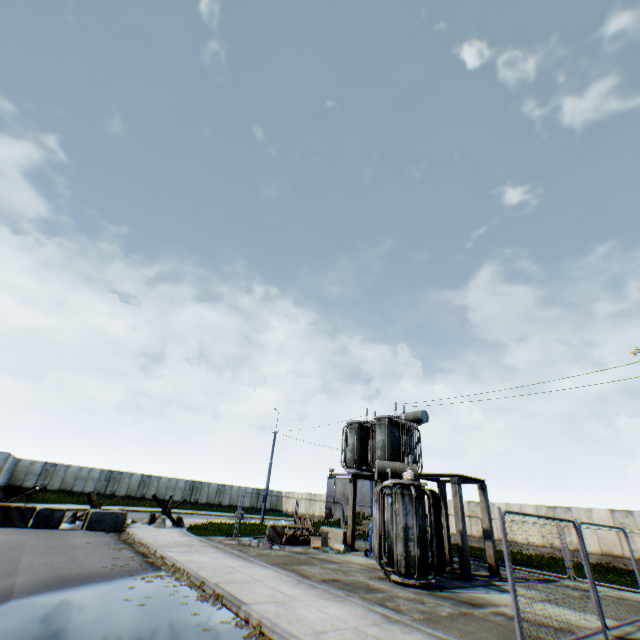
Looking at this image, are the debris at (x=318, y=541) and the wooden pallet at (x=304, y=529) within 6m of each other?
yes

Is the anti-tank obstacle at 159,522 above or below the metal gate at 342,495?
below

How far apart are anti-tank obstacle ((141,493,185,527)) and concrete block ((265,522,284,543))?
5.91m

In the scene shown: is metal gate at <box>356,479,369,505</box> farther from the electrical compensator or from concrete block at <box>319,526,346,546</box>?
the electrical compensator

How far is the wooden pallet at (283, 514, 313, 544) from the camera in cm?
1697

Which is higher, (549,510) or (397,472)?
(397,472)

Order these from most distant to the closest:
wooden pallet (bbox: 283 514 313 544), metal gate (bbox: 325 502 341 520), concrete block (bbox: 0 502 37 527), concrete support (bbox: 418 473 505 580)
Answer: metal gate (bbox: 325 502 341 520)
wooden pallet (bbox: 283 514 313 544)
concrete block (bbox: 0 502 37 527)
concrete support (bbox: 418 473 505 580)

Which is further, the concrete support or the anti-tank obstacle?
the anti-tank obstacle
